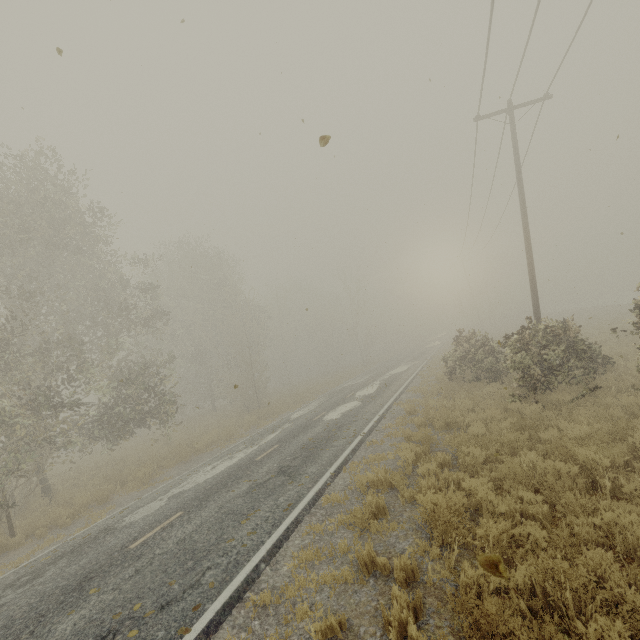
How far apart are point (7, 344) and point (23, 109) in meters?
7.6

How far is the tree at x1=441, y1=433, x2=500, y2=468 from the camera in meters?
7.6 m

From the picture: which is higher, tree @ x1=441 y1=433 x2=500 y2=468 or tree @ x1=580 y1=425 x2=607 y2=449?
tree @ x1=441 y1=433 x2=500 y2=468

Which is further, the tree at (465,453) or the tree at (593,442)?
the tree at (465,453)

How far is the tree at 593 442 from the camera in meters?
6.1 m

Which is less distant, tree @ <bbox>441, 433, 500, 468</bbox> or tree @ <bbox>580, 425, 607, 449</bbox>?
tree @ <bbox>580, 425, 607, 449</bbox>
